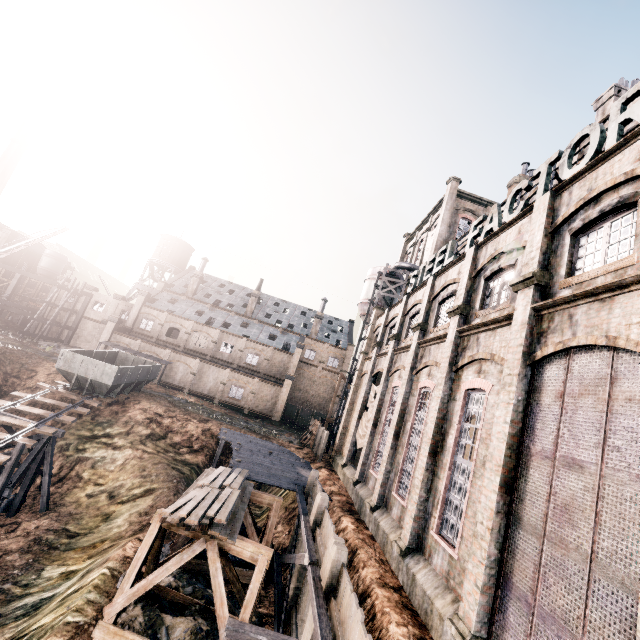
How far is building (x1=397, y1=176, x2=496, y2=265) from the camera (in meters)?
35.75

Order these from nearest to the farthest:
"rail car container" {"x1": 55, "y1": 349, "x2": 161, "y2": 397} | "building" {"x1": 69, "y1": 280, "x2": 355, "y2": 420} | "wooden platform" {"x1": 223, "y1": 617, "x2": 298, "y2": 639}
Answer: "wooden platform" {"x1": 223, "y1": 617, "x2": 298, "y2": 639} → "rail car container" {"x1": 55, "y1": 349, "x2": 161, "y2": 397} → "building" {"x1": 69, "y1": 280, "x2": 355, "y2": 420}

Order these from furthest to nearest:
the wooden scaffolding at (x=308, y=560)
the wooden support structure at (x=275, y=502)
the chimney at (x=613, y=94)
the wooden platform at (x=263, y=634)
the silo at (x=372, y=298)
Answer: the silo at (x=372, y=298) < the chimney at (x=613, y=94) < the wooden support structure at (x=275, y=502) < the wooden scaffolding at (x=308, y=560) < the wooden platform at (x=263, y=634)

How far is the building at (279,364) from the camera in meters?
46.8 m

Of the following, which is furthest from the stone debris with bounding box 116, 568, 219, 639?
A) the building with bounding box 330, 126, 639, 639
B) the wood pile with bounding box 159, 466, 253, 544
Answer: the building with bounding box 330, 126, 639, 639

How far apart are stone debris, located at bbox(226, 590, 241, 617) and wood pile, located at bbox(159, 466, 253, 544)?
3.50m

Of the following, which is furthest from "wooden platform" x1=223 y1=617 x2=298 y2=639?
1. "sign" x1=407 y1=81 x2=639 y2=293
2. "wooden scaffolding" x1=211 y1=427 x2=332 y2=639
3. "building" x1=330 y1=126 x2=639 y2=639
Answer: "sign" x1=407 y1=81 x2=639 y2=293

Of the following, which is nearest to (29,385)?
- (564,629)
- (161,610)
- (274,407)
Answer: (161,610)
